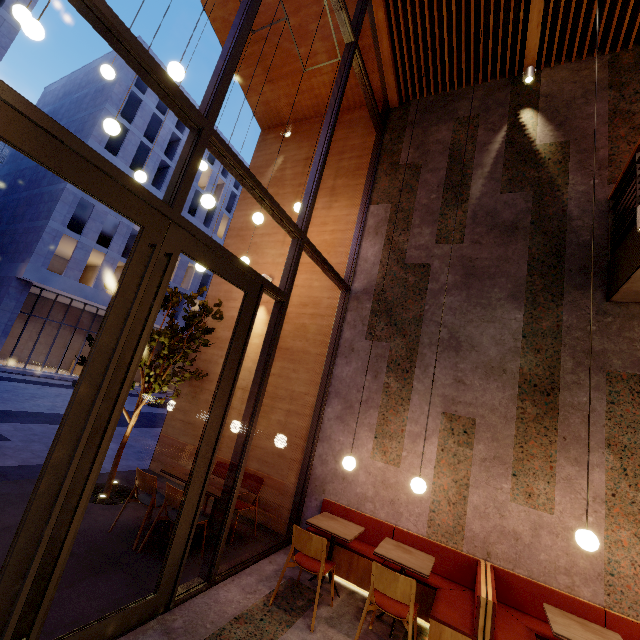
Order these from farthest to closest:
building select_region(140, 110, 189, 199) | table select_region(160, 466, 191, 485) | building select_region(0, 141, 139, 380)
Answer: building select_region(140, 110, 189, 199), building select_region(0, 141, 139, 380), table select_region(160, 466, 191, 485)

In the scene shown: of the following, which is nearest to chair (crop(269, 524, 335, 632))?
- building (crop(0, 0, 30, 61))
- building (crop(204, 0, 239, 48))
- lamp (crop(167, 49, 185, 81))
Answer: building (crop(204, 0, 239, 48))

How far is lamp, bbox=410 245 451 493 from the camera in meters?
4.0 m

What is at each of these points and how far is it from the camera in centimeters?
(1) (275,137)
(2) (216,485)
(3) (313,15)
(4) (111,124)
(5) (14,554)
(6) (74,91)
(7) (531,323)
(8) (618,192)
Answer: (1) building, 920cm
(2) table, 484cm
(3) building, 692cm
(4) lamp, 411cm
(5) door, 210cm
(6) building, 2828cm
(7) building, 494cm
(8) railing, 481cm

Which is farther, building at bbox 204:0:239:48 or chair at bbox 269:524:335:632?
building at bbox 204:0:239:48

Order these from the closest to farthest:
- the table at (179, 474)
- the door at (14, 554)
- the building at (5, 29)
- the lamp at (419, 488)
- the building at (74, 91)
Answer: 1. the door at (14, 554)
2. the lamp at (419, 488)
3. the table at (179, 474)
4. the building at (5, 29)
5. the building at (74, 91)

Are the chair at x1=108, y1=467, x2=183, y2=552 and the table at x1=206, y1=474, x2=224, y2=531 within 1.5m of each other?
yes

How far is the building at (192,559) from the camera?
3.8m
